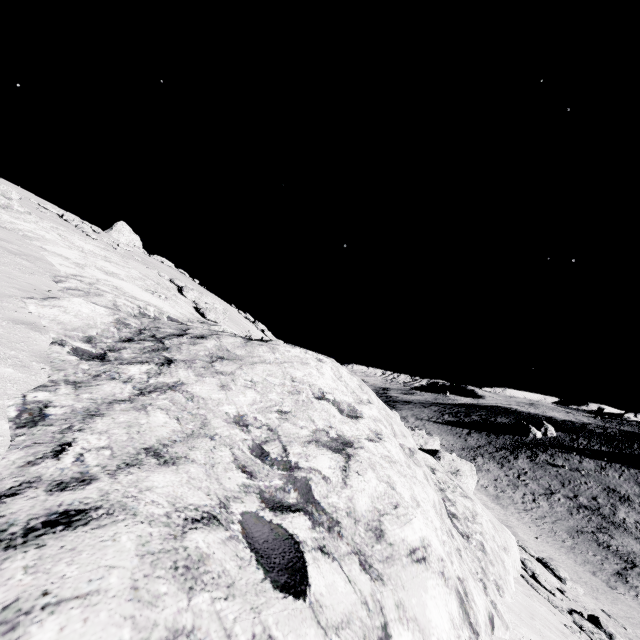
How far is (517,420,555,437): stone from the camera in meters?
57.4 m

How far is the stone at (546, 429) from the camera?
57.4 meters

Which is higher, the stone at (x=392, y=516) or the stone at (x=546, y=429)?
the stone at (x=392, y=516)

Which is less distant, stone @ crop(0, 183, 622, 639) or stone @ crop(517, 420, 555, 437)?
stone @ crop(0, 183, 622, 639)

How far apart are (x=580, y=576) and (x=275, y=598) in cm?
2827

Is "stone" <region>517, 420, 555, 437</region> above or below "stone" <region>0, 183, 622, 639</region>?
below
